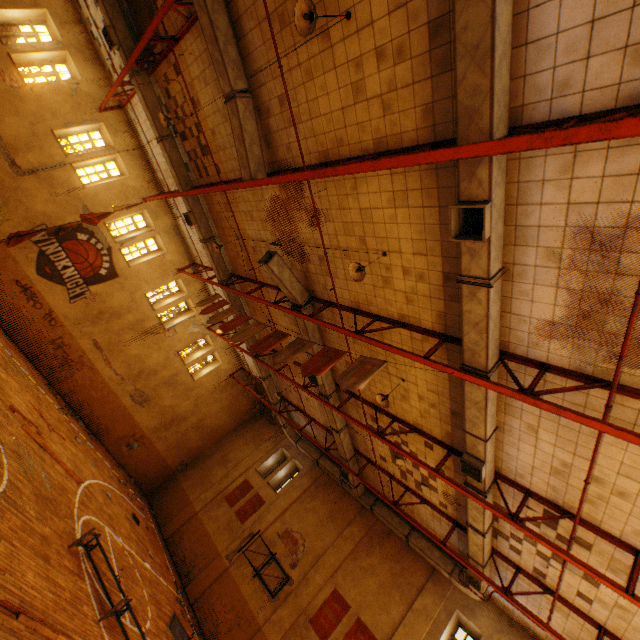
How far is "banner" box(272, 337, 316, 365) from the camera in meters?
8.2

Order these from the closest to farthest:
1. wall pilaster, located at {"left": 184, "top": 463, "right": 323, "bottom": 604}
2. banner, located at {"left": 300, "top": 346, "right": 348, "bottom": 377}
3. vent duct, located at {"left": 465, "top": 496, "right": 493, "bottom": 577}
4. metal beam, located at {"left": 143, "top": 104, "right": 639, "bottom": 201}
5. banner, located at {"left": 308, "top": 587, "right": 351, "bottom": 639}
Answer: metal beam, located at {"left": 143, "top": 104, "right": 639, "bottom": 201} < banner, located at {"left": 300, "top": 346, "right": 348, "bottom": 377} < vent duct, located at {"left": 465, "top": 496, "right": 493, "bottom": 577} < banner, located at {"left": 308, "top": 587, "right": 351, "bottom": 639} < wall pilaster, located at {"left": 184, "top": 463, "right": 323, "bottom": 604}

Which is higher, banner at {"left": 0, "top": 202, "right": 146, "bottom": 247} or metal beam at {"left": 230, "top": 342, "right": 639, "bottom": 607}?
metal beam at {"left": 230, "top": 342, "right": 639, "bottom": 607}

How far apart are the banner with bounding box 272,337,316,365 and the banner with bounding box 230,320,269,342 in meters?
1.3

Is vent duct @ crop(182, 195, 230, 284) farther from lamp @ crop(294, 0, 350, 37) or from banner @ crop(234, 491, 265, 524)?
banner @ crop(234, 491, 265, 524)

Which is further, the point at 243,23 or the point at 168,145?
the point at 168,145

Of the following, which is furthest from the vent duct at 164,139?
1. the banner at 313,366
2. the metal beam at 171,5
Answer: the banner at 313,366

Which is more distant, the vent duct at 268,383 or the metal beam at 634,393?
the vent duct at 268,383
